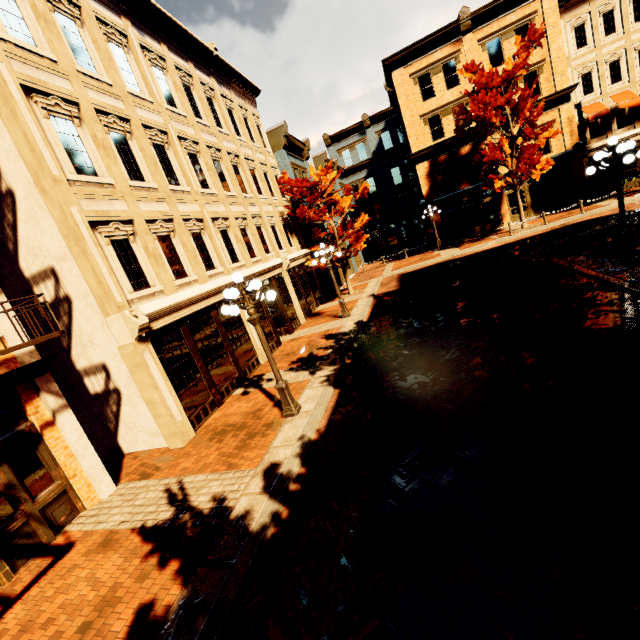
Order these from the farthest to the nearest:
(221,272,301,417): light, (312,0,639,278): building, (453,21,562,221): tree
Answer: (312,0,639,278): building < (453,21,562,221): tree < (221,272,301,417): light

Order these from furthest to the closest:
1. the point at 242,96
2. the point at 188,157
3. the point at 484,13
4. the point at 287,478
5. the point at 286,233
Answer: the point at 484,13
the point at 286,233
the point at 242,96
the point at 188,157
the point at 287,478

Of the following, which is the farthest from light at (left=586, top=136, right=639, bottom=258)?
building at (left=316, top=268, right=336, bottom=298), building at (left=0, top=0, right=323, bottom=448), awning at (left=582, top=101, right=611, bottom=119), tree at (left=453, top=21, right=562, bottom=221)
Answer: awning at (left=582, top=101, right=611, bottom=119)

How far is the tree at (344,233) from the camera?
17.69m

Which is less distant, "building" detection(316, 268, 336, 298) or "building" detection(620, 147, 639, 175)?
"building" detection(316, 268, 336, 298)

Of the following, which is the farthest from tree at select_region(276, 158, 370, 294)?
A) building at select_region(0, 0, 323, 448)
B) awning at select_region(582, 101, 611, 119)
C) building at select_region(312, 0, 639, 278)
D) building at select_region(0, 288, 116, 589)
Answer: awning at select_region(582, 101, 611, 119)

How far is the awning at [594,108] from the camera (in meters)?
21.98

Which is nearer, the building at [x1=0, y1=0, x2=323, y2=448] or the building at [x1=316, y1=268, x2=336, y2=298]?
the building at [x1=0, y1=0, x2=323, y2=448]
